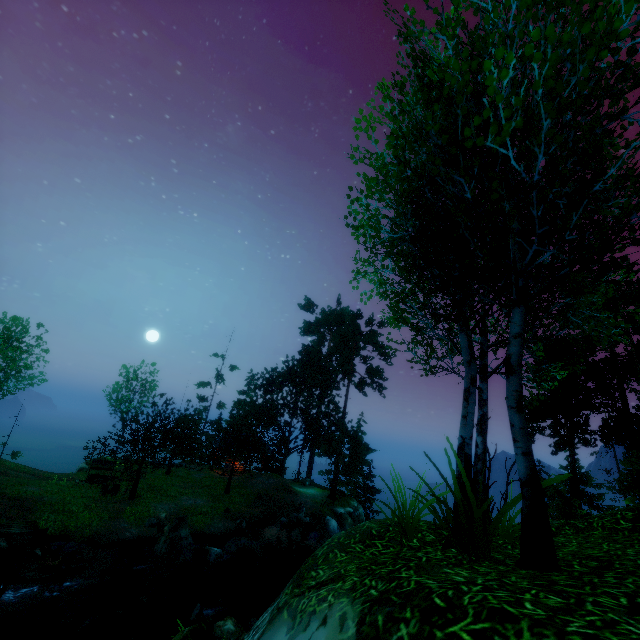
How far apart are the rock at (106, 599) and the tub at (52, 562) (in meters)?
2.30

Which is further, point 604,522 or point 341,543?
point 604,522

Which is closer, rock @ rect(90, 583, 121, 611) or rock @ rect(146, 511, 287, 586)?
rock @ rect(90, 583, 121, 611)

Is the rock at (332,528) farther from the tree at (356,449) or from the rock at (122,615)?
the rock at (122,615)

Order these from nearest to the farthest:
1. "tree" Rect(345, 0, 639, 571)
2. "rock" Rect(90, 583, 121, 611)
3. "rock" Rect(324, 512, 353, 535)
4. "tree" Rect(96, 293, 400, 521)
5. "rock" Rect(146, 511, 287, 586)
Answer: "tree" Rect(345, 0, 639, 571)
"rock" Rect(90, 583, 121, 611)
"rock" Rect(146, 511, 287, 586)
"tree" Rect(96, 293, 400, 521)
"rock" Rect(324, 512, 353, 535)

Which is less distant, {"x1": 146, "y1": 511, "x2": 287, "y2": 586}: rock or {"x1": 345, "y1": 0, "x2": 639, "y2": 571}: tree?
{"x1": 345, "y1": 0, "x2": 639, "y2": 571}: tree

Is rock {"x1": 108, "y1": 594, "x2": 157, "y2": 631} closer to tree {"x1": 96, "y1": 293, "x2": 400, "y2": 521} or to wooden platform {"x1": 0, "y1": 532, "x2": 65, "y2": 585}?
wooden platform {"x1": 0, "y1": 532, "x2": 65, "y2": 585}

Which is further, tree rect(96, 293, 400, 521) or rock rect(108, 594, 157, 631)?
tree rect(96, 293, 400, 521)
